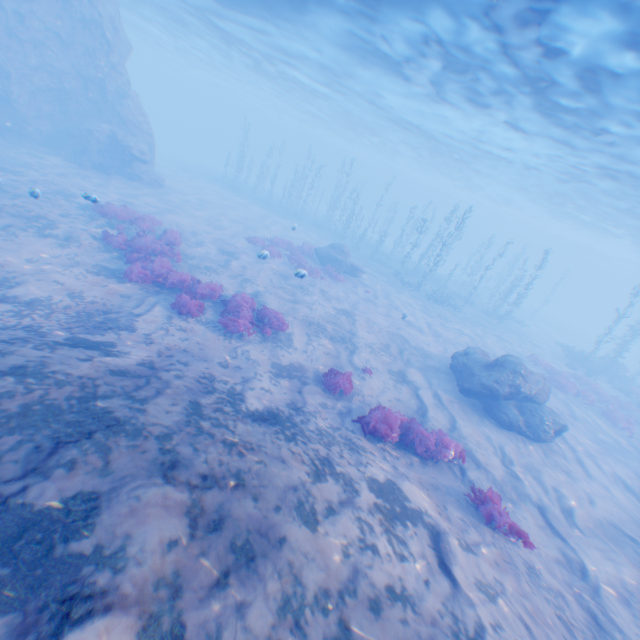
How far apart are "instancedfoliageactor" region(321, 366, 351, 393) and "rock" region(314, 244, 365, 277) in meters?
13.1 m

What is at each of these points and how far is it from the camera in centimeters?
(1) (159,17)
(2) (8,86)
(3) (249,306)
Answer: (1) light, 3025cm
(2) rock, 2059cm
(3) instancedfoliageactor, 1284cm

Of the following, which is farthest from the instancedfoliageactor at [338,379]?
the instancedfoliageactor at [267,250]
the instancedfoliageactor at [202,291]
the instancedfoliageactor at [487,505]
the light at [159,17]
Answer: the light at [159,17]

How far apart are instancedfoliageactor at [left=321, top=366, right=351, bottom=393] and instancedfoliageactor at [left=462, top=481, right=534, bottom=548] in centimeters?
414cm

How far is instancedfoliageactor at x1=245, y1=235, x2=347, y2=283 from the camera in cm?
2069

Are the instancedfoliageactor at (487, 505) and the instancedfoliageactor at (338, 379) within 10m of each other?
yes

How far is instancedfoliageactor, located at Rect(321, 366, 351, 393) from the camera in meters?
10.5 m

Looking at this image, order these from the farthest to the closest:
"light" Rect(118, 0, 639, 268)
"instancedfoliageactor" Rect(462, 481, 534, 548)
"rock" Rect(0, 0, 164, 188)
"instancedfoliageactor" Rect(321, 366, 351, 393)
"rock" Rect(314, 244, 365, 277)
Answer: "rock" Rect(314, 244, 365, 277), "rock" Rect(0, 0, 164, 188), "light" Rect(118, 0, 639, 268), "instancedfoliageactor" Rect(321, 366, 351, 393), "instancedfoliageactor" Rect(462, 481, 534, 548)
